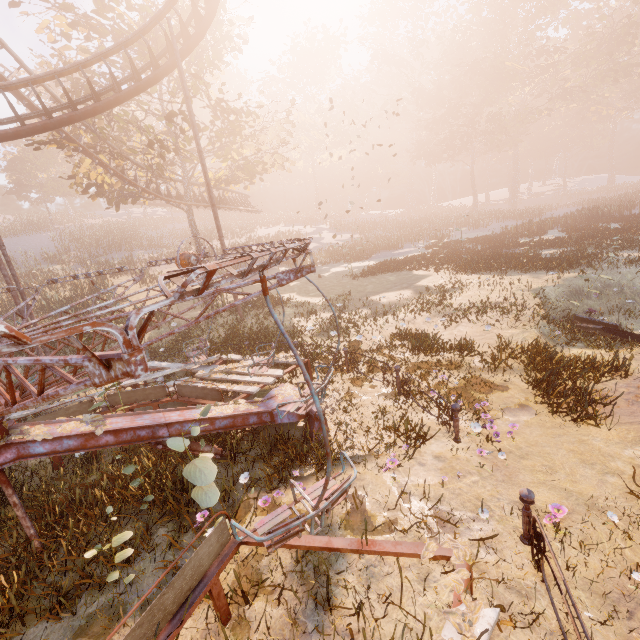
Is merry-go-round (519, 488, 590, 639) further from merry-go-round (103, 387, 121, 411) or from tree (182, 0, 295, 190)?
tree (182, 0, 295, 190)

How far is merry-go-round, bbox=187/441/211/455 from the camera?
6.0 meters

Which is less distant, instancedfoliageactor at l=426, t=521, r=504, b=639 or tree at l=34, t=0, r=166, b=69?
instancedfoliageactor at l=426, t=521, r=504, b=639

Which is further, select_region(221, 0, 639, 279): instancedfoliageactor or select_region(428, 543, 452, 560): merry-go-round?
select_region(221, 0, 639, 279): instancedfoliageactor

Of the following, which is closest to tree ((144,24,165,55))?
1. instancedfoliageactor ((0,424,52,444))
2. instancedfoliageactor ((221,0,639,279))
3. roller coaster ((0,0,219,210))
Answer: roller coaster ((0,0,219,210))

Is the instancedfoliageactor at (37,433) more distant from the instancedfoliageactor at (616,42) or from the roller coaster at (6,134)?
the instancedfoliageactor at (616,42)

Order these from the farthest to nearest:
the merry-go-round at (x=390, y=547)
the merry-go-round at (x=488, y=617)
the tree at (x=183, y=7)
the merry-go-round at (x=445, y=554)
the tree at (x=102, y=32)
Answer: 1. the tree at (x=183, y=7)
2. the tree at (x=102, y=32)
3. the merry-go-round at (x=445, y=554)
4. the merry-go-round at (x=488, y=617)
5. the merry-go-round at (x=390, y=547)

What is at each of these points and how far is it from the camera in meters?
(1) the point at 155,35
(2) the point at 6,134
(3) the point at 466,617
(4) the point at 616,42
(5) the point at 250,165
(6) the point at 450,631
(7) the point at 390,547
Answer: (1) tree, 18.2
(2) roller coaster, 11.0
(3) instancedfoliageactor, 2.8
(4) instancedfoliageactor, 41.1
(5) tree, 23.9
(6) merry-go-round, 2.7
(7) merry-go-round, 3.5
